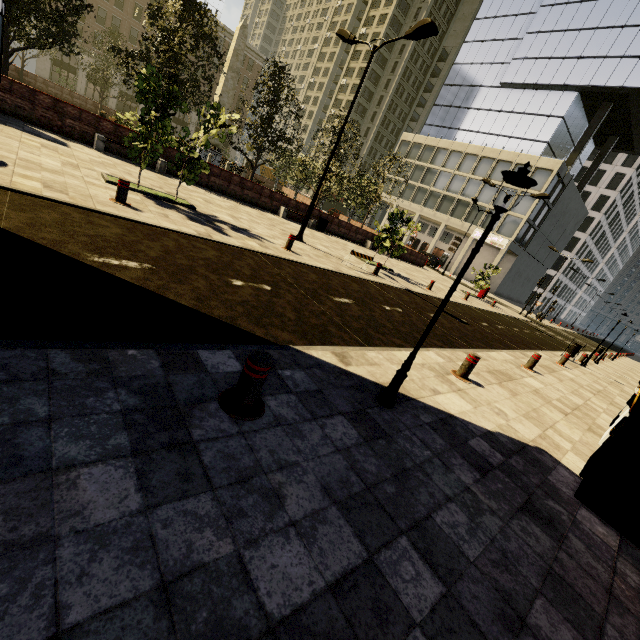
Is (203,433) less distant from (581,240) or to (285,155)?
(285,155)

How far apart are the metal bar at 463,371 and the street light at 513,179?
2.7m

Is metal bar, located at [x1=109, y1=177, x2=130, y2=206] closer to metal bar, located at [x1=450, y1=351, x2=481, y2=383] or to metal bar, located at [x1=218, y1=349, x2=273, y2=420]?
metal bar, located at [x1=218, y1=349, x2=273, y2=420]

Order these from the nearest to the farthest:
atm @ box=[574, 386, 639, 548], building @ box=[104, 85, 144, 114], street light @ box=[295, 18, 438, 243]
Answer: atm @ box=[574, 386, 639, 548] < street light @ box=[295, 18, 438, 243] < building @ box=[104, 85, 144, 114]

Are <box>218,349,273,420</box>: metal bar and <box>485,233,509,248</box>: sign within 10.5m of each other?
no

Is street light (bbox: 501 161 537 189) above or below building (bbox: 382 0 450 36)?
below

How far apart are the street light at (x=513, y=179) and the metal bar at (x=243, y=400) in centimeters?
167cm
